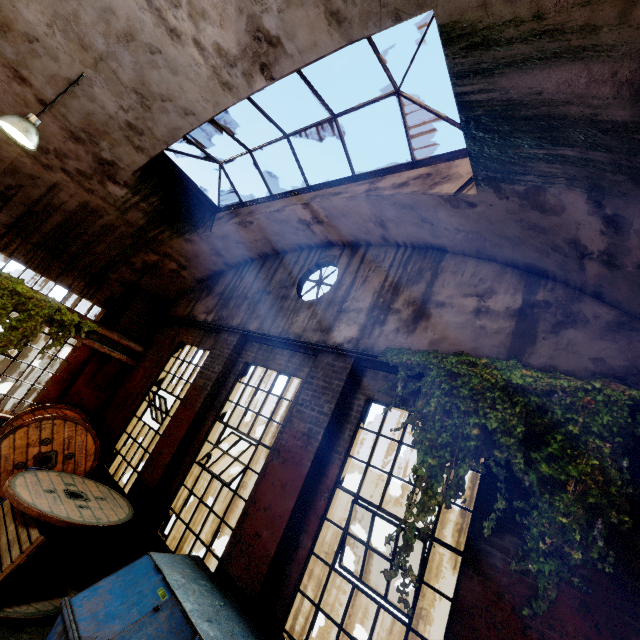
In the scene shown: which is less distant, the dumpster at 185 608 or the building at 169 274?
the building at 169 274

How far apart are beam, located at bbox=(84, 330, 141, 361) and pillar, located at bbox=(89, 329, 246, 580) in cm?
371

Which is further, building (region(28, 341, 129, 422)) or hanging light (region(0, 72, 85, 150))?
building (region(28, 341, 129, 422))

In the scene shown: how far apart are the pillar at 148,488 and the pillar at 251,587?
2.4m

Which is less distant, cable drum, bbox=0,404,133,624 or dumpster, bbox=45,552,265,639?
dumpster, bbox=45,552,265,639

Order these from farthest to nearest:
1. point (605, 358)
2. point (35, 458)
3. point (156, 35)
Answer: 1. point (35, 458)
2. point (156, 35)
3. point (605, 358)

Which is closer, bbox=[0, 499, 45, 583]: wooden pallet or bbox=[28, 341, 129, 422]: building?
bbox=[0, 499, 45, 583]: wooden pallet

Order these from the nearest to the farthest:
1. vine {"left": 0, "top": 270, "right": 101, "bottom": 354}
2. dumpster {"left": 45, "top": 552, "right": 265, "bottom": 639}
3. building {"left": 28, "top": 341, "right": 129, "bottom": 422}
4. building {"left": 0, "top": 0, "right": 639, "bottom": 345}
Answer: building {"left": 0, "top": 0, "right": 639, "bottom": 345} → dumpster {"left": 45, "top": 552, "right": 265, "bottom": 639} → vine {"left": 0, "top": 270, "right": 101, "bottom": 354} → building {"left": 28, "top": 341, "right": 129, "bottom": 422}
